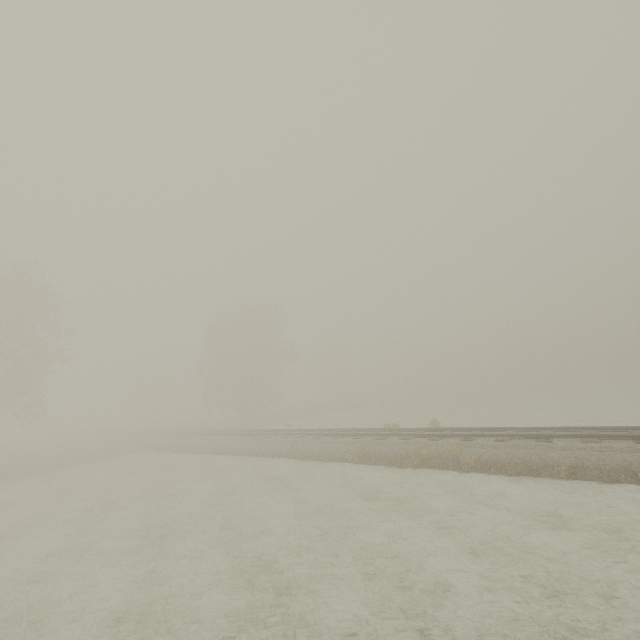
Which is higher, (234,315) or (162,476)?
(234,315)
